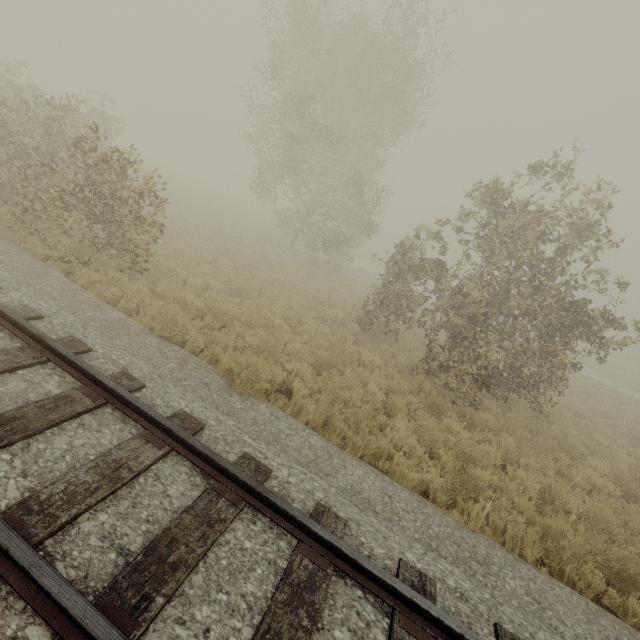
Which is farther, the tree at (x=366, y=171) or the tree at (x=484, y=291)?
the tree at (x=366, y=171)

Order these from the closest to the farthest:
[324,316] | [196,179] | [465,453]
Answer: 1. [465,453]
2. [324,316]
3. [196,179]

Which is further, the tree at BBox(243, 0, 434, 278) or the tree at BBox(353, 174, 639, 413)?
the tree at BBox(243, 0, 434, 278)
